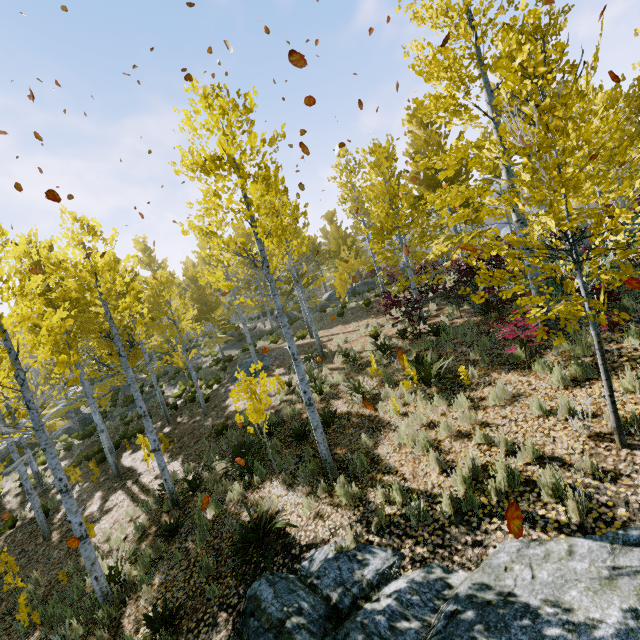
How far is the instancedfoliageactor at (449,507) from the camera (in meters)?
4.53

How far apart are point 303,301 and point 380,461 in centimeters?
872cm

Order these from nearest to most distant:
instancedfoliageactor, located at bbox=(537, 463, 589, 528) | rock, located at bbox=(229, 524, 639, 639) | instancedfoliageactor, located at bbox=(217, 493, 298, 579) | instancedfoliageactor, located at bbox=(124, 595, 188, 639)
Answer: rock, located at bbox=(229, 524, 639, 639), instancedfoliageactor, located at bbox=(537, 463, 589, 528), instancedfoliageactor, located at bbox=(124, 595, 188, 639), instancedfoliageactor, located at bbox=(217, 493, 298, 579)

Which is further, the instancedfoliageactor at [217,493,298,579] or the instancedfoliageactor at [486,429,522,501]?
the instancedfoliageactor at [217,493,298,579]

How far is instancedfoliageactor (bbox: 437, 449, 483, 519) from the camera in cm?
453

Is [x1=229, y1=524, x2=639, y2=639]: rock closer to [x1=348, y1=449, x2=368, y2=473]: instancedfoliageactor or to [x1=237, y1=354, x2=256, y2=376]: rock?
[x1=348, y1=449, x2=368, y2=473]: instancedfoliageactor

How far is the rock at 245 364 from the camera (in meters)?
17.25
